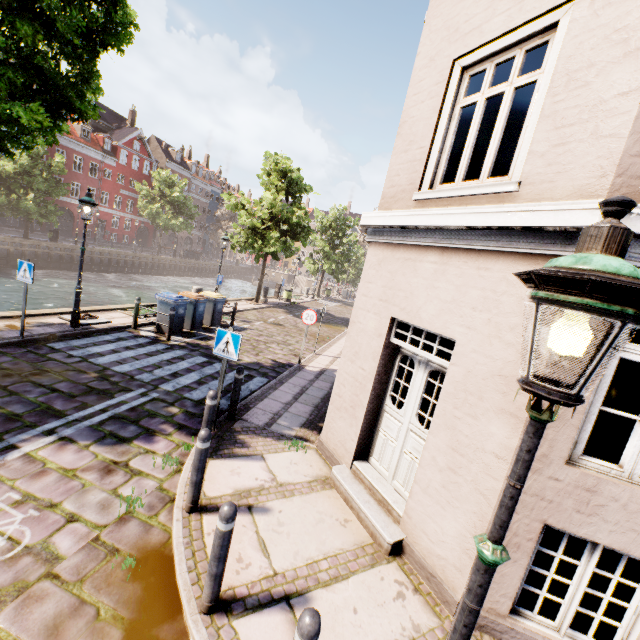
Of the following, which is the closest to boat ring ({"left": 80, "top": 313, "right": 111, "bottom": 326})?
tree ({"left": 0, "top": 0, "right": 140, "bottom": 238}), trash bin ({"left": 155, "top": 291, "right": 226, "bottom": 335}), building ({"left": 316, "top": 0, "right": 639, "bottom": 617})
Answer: trash bin ({"left": 155, "top": 291, "right": 226, "bottom": 335})

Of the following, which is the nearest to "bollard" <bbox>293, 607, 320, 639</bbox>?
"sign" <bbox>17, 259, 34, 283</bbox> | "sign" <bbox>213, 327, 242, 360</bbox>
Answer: "sign" <bbox>213, 327, 242, 360</bbox>

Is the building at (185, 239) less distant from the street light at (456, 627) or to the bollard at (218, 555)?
the bollard at (218, 555)

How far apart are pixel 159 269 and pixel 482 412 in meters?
44.2

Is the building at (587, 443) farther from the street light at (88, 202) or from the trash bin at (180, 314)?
the trash bin at (180, 314)

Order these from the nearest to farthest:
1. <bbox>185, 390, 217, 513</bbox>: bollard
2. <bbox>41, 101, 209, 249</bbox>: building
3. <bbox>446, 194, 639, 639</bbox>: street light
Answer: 1. <bbox>446, 194, 639, 639</bbox>: street light
2. <bbox>185, 390, 217, 513</bbox>: bollard
3. <bbox>41, 101, 209, 249</bbox>: building

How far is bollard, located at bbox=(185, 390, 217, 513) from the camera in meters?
3.9

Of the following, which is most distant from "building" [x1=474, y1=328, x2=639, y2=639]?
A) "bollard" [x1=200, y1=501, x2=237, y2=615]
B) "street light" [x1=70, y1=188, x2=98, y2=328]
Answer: "bollard" [x1=200, y1=501, x2=237, y2=615]
